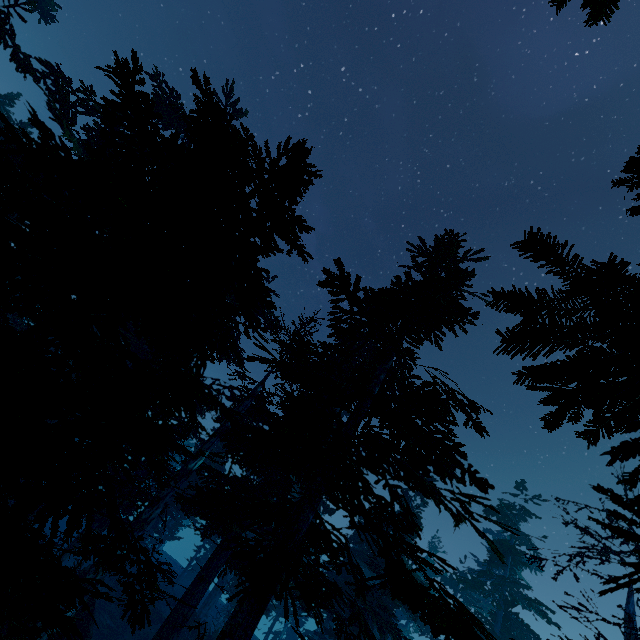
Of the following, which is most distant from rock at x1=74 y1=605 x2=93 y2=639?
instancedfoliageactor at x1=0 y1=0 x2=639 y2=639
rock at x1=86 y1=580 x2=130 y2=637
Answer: rock at x1=86 y1=580 x2=130 y2=637

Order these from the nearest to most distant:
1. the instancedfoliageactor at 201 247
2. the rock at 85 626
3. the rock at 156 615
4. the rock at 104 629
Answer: the instancedfoliageactor at 201 247
the rock at 85 626
the rock at 104 629
the rock at 156 615

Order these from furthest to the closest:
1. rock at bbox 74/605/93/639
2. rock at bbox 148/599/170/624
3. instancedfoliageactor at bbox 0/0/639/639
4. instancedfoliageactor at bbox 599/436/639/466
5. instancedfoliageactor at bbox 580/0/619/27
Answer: rock at bbox 148/599/170/624 → rock at bbox 74/605/93/639 → instancedfoliageactor at bbox 580/0/619/27 → instancedfoliageactor at bbox 0/0/639/639 → instancedfoliageactor at bbox 599/436/639/466

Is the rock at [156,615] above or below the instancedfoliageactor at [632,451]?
below

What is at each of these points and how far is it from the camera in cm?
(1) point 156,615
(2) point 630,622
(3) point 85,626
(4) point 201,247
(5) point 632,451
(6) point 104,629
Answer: (1) rock, 2644
(2) instancedfoliageactor, 1226
(3) rock, 1573
(4) instancedfoliageactor, 531
(5) instancedfoliageactor, 216
(6) rock, 2317

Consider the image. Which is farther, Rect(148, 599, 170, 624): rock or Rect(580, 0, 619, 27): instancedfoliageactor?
Rect(148, 599, 170, 624): rock
